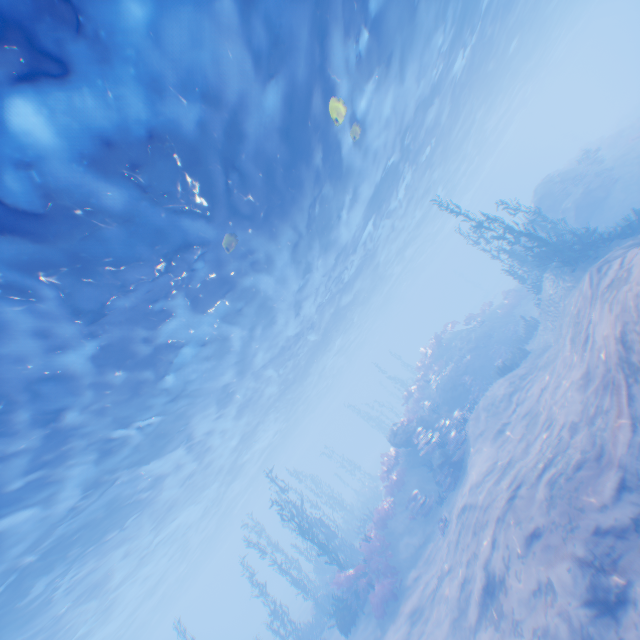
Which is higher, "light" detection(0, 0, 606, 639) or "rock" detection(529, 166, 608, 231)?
"light" detection(0, 0, 606, 639)

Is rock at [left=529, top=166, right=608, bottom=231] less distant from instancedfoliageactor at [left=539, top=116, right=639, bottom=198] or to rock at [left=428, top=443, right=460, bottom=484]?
instancedfoliageactor at [left=539, top=116, right=639, bottom=198]

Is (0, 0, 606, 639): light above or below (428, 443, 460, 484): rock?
above

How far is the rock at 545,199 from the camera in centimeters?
2062cm

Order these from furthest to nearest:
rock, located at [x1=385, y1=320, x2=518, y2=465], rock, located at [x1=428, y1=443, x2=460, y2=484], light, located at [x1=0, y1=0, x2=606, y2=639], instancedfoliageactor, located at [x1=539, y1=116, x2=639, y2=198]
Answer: instancedfoliageactor, located at [x1=539, y1=116, x2=639, y2=198]
rock, located at [x1=385, y1=320, x2=518, y2=465]
rock, located at [x1=428, y1=443, x2=460, y2=484]
light, located at [x1=0, y1=0, x2=606, y2=639]

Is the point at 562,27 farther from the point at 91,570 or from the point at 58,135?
the point at 91,570

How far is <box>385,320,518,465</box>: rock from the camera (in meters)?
19.19

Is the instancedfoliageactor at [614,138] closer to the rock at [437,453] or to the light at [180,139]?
the light at [180,139]
